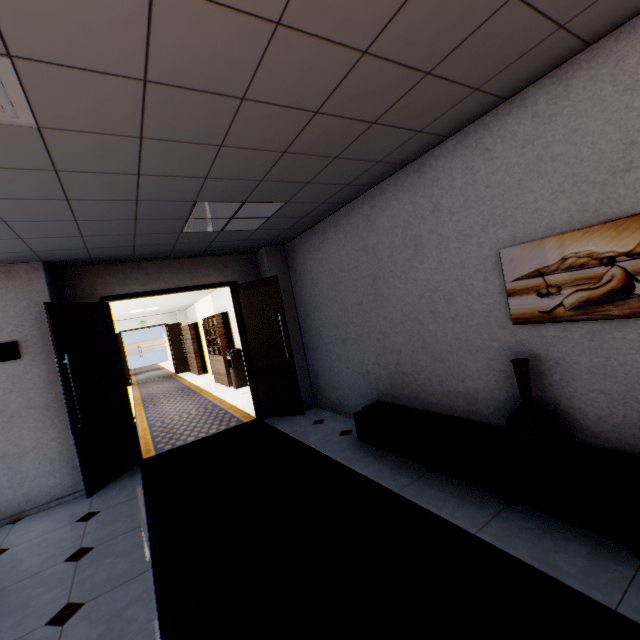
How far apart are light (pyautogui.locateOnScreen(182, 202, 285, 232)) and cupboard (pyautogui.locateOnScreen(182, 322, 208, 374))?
10.08m

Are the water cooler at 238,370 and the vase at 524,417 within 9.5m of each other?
yes

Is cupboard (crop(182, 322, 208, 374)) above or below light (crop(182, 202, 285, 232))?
below

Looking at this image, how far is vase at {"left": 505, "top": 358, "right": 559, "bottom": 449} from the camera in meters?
2.3

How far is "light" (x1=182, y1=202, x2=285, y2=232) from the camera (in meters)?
3.37

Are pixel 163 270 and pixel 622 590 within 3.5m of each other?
no

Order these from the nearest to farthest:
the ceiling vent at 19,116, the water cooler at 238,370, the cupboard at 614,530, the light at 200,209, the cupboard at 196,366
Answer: the ceiling vent at 19,116 < the cupboard at 614,530 < the light at 200,209 < the water cooler at 238,370 < the cupboard at 196,366

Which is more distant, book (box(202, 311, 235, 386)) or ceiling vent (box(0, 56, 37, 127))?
book (box(202, 311, 235, 386))
